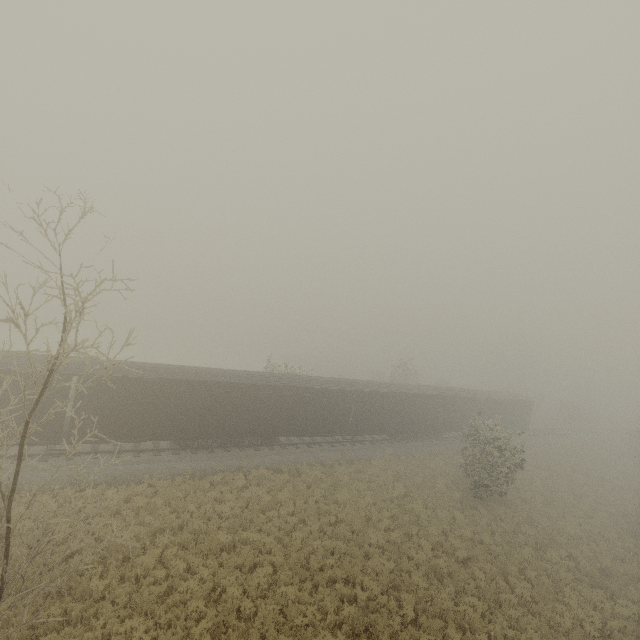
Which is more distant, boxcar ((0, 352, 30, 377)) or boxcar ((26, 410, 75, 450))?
boxcar ((26, 410, 75, 450))

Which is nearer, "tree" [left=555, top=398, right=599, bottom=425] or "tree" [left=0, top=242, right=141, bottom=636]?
"tree" [left=0, top=242, right=141, bottom=636]

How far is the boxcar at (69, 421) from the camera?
15.5m

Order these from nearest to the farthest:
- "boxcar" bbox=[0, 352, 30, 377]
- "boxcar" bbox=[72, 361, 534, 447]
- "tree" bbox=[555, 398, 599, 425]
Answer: "boxcar" bbox=[0, 352, 30, 377], "boxcar" bbox=[72, 361, 534, 447], "tree" bbox=[555, 398, 599, 425]

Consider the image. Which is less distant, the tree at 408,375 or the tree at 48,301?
the tree at 48,301

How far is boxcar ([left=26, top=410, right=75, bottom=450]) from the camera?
15.48m

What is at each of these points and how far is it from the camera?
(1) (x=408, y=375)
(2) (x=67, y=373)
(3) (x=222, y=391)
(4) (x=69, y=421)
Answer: (1) tree, 45.0m
(2) boxcar, 15.7m
(3) boxcar, 19.7m
(4) boxcar, 18.2m

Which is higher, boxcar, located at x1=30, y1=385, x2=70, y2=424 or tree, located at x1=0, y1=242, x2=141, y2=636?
tree, located at x1=0, y1=242, x2=141, y2=636
